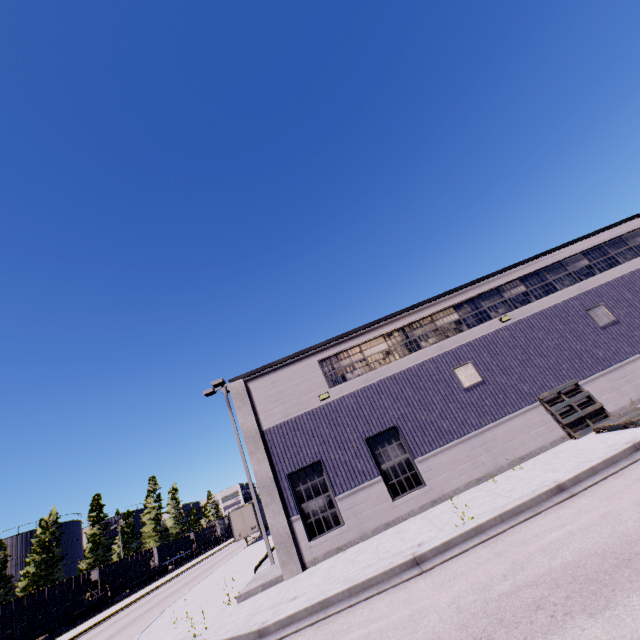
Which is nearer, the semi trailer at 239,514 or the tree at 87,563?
the semi trailer at 239,514

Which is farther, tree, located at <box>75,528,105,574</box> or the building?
tree, located at <box>75,528,105,574</box>

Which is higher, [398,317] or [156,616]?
[398,317]

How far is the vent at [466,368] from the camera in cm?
1418

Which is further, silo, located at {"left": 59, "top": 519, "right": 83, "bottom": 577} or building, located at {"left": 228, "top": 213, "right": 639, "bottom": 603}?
silo, located at {"left": 59, "top": 519, "right": 83, "bottom": 577}

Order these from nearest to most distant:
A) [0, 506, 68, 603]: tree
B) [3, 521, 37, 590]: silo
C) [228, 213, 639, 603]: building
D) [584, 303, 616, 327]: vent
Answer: [228, 213, 639, 603]: building → [584, 303, 616, 327]: vent → [0, 506, 68, 603]: tree → [3, 521, 37, 590]: silo

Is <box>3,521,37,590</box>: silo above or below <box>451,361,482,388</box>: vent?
above

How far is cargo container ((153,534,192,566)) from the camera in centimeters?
4937cm
